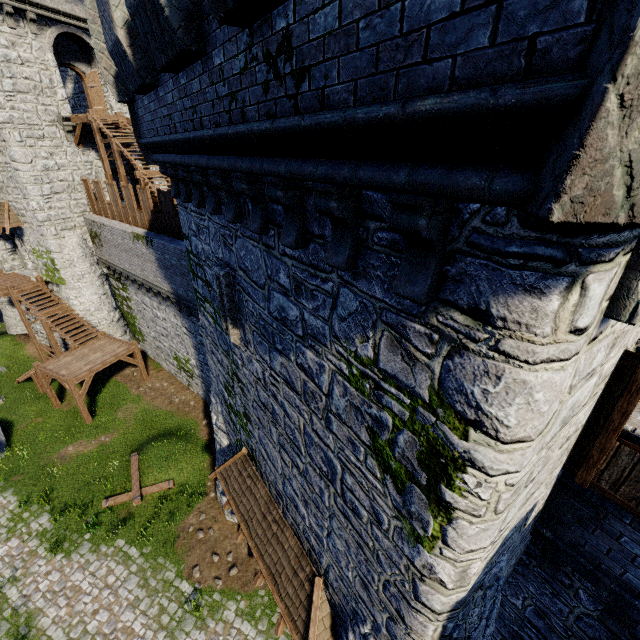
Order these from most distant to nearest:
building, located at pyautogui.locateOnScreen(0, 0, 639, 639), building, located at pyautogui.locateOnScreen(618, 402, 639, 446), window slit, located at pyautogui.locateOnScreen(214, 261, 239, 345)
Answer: window slit, located at pyautogui.locateOnScreen(214, 261, 239, 345) < building, located at pyautogui.locateOnScreen(618, 402, 639, 446) < building, located at pyautogui.locateOnScreen(0, 0, 639, 639)

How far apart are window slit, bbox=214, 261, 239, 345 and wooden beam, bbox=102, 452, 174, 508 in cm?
1108

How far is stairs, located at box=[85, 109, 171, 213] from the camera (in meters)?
16.50

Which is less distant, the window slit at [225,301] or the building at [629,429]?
the building at [629,429]

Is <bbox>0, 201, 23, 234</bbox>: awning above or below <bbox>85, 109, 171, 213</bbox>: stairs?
below

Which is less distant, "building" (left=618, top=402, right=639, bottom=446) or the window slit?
"building" (left=618, top=402, right=639, bottom=446)

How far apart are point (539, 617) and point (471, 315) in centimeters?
826cm

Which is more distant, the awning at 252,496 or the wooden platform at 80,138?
the wooden platform at 80,138
